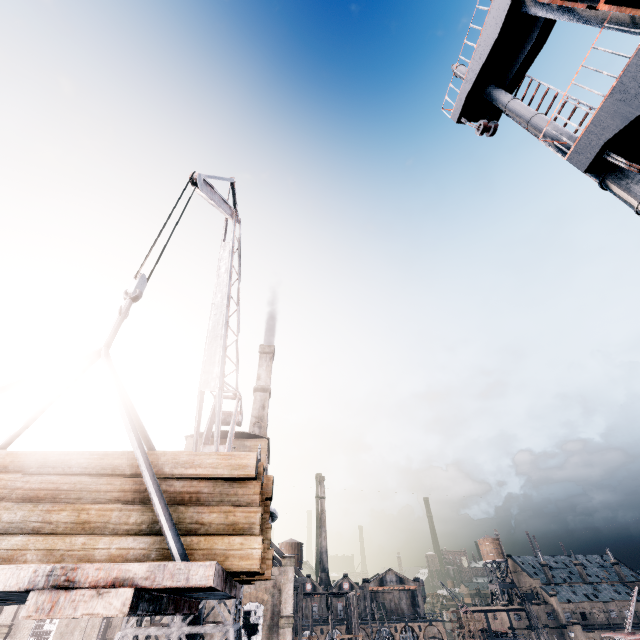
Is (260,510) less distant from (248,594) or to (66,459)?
(66,459)

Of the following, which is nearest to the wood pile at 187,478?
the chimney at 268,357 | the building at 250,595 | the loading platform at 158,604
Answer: the loading platform at 158,604

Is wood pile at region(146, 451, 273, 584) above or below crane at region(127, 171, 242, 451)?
below

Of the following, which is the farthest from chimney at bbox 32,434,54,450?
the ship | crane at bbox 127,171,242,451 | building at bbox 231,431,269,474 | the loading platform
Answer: the loading platform

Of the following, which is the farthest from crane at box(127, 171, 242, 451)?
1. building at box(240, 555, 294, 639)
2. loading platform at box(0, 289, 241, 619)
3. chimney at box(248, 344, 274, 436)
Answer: chimney at box(248, 344, 274, 436)

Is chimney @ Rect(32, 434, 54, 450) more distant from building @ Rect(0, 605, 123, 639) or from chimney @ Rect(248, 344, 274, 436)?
chimney @ Rect(248, 344, 274, 436)

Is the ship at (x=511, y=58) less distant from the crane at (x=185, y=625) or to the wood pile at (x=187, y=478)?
the wood pile at (x=187, y=478)

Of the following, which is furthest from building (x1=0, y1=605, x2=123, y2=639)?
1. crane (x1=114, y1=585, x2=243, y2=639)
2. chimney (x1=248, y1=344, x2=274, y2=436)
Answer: crane (x1=114, y1=585, x2=243, y2=639)
